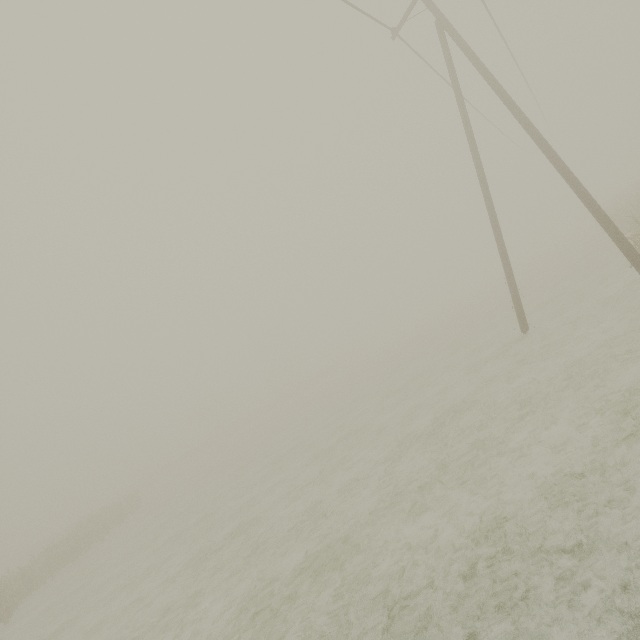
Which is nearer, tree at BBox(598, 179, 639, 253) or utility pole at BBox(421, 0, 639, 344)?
utility pole at BBox(421, 0, 639, 344)

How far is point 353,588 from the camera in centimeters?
550cm

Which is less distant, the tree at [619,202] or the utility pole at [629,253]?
the utility pole at [629,253]
